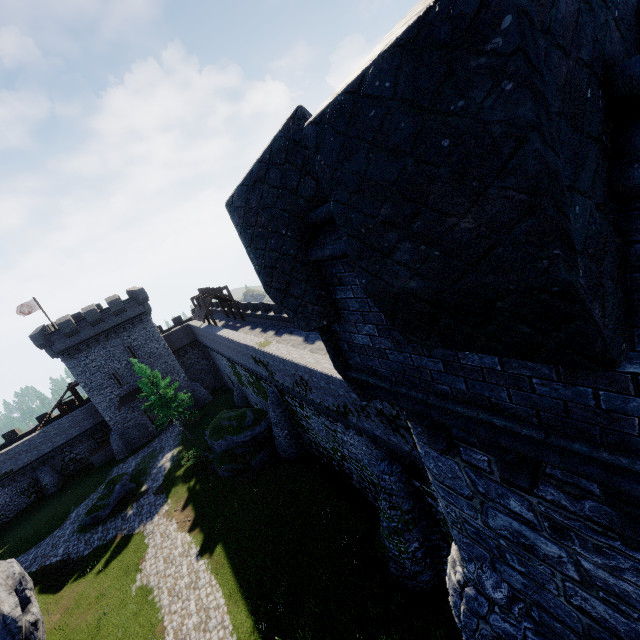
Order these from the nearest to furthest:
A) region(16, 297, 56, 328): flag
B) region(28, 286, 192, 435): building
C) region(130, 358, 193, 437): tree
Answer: region(130, 358, 193, 437): tree
region(28, 286, 192, 435): building
region(16, 297, 56, 328): flag

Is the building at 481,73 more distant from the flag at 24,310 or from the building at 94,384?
the flag at 24,310

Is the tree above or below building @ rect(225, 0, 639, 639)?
below

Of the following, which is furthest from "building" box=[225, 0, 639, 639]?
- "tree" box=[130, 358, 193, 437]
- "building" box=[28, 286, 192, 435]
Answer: "building" box=[28, 286, 192, 435]

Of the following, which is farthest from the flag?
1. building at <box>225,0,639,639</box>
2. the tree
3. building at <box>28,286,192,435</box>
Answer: building at <box>225,0,639,639</box>

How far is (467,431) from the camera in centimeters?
321cm

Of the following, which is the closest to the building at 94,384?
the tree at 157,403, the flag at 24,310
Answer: the flag at 24,310

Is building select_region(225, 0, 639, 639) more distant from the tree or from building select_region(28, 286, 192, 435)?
building select_region(28, 286, 192, 435)
